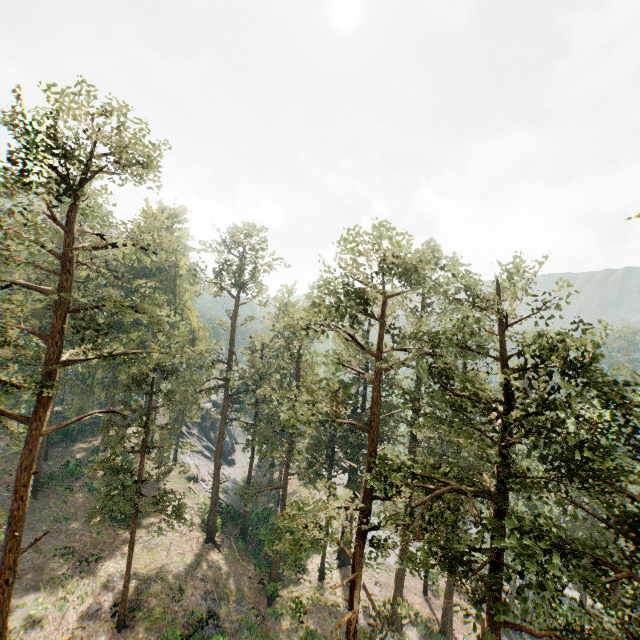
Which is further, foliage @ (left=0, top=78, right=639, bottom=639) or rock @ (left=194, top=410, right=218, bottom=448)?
rock @ (left=194, top=410, right=218, bottom=448)

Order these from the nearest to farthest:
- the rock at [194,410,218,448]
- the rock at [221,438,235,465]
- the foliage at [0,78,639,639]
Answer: the foliage at [0,78,639,639], the rock at [194,410,218,448], the rock at [221,438,235,465]

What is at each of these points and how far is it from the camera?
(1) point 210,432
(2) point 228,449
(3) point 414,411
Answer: (1) rock, 58.47m
(2) rock, 59.47m
(3) foliage, 31.77m

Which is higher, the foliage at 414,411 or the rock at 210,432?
the foliage at 414,411

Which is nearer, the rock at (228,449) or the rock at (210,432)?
the rock at (210,432)

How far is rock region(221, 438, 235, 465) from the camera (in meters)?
Answer: 58.47

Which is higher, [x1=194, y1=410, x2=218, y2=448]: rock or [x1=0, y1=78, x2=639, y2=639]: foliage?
[x1=0, y1=78, x2=639, y2=639]: foliage
